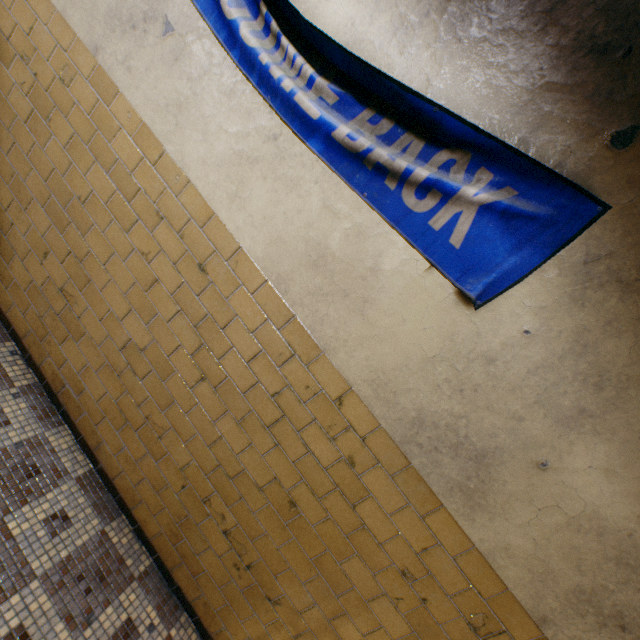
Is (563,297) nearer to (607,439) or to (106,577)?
(607,439)
